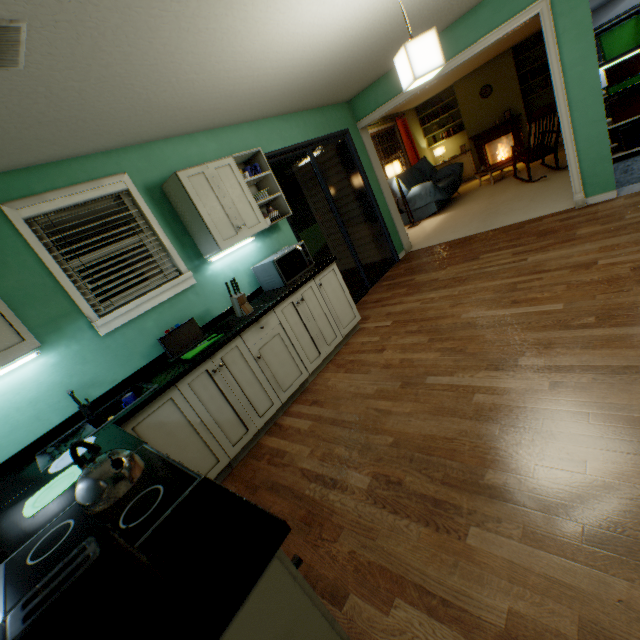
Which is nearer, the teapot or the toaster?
the toaster

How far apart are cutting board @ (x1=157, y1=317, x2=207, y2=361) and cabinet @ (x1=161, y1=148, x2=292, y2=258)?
0.6 meters

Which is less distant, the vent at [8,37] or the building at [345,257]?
the vent at [8,37]

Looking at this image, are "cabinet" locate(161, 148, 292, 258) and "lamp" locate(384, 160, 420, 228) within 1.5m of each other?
no

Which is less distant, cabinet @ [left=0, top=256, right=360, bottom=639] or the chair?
cabinet @ [left=0, top=256, right=360, bottom=639]

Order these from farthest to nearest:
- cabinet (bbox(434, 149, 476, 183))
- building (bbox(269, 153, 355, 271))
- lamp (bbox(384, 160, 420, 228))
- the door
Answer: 1. cabinet (bbox(434, 149, 476, 183))
2. lamp (bbox(384, 160, 420, 228))
3. building (bbox(269, 153, 355, 271))
4. the door

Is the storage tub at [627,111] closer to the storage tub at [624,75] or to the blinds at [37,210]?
the storage tub at [624,75]

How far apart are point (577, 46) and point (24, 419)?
5.77m
